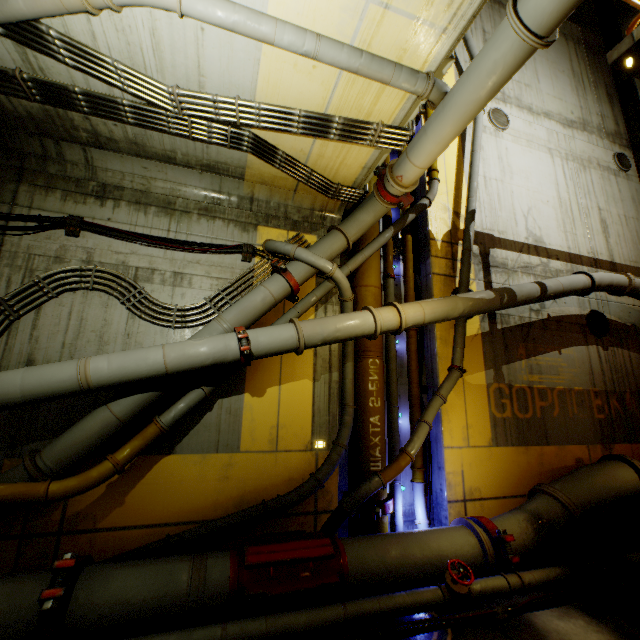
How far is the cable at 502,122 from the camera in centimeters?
992cm

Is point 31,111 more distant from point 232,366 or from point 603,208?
point 603,208

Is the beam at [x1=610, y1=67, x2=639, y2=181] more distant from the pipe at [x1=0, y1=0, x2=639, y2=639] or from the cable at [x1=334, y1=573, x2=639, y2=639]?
the cable at [x1=334, y1=573, x2=639, y2=639]

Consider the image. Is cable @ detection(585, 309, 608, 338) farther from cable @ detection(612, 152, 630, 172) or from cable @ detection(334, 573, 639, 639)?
cable @ detection(612, 152, 630, 172)

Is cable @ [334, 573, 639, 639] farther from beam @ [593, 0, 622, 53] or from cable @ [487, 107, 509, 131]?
cable @ [487, 107, 509, 131]

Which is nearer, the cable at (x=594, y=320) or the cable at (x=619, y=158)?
the cable at (x=594, y=320)

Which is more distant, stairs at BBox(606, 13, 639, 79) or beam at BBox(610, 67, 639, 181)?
beam at BBox(610, 67, 639, 181)

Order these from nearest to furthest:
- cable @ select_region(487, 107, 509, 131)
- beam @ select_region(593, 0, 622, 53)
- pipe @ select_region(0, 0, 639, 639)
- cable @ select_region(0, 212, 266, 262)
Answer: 1. pipe @ select_region(0, 0, 639, 639)
2. cable @ select_region(0, 212, 266, 262)
3. cable @ select_region(487, 107, 509, 131)
4. beam @ select_region(593, 0, 622, 53)
